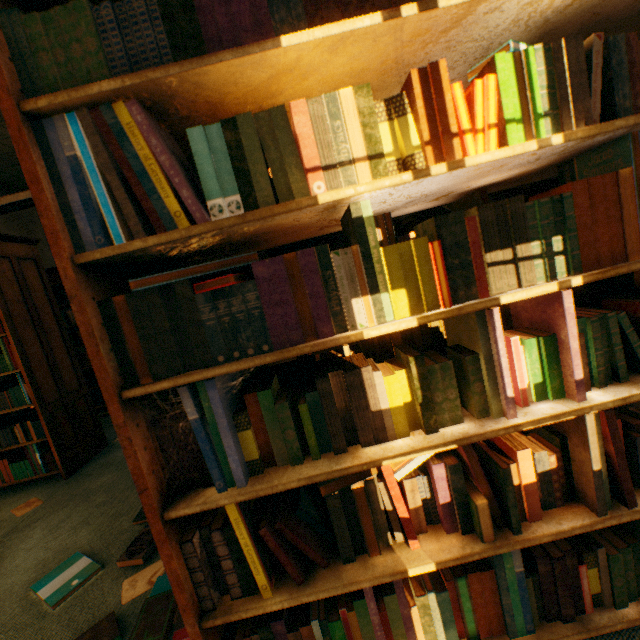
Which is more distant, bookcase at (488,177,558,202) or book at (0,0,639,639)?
bookcase at (488,177,558,202)

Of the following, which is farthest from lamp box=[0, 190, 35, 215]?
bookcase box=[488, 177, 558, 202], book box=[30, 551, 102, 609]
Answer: book box=[30, 551, 102, 609]

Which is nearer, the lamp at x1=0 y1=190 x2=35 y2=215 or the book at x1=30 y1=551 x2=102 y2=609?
the book at x1=30 y1=551 x2=102 y2=609

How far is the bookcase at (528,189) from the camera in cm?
163

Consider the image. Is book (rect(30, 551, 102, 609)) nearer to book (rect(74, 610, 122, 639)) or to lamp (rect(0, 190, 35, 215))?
book (rect(74, 610, 122, 639))

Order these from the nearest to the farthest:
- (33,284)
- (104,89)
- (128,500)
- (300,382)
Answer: (104,89) < (300,382) < (128,500) < (33,284)

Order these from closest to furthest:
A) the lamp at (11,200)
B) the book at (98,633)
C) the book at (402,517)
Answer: the book at (402,517) < the book at (98,633) < the lamp at (11,200)

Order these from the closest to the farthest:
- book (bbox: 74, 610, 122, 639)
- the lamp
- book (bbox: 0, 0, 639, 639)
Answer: book (bbox: 0, 0, 639, 639), book (bbox: 74, 610, 122, 639), the lamp
